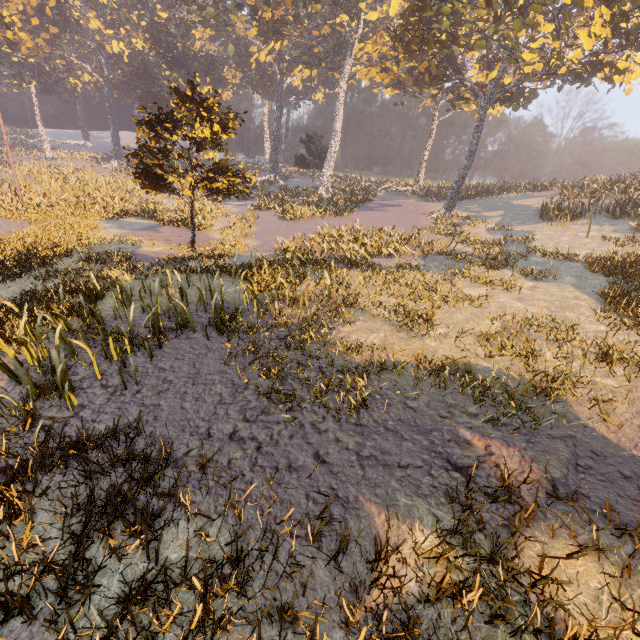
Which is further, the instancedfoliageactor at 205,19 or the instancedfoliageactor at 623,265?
the instancedfoliageactor at 623,265

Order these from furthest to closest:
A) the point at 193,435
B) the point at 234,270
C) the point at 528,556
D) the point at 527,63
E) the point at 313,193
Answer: the point at 313,193 < the point at 527,63 < the point at 234,270 < the point at 193,435 < the point at 528,556

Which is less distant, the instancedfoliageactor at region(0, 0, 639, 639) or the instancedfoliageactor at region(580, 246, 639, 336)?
the instancedfoliageactor at region(0, 0, 639, 639)
